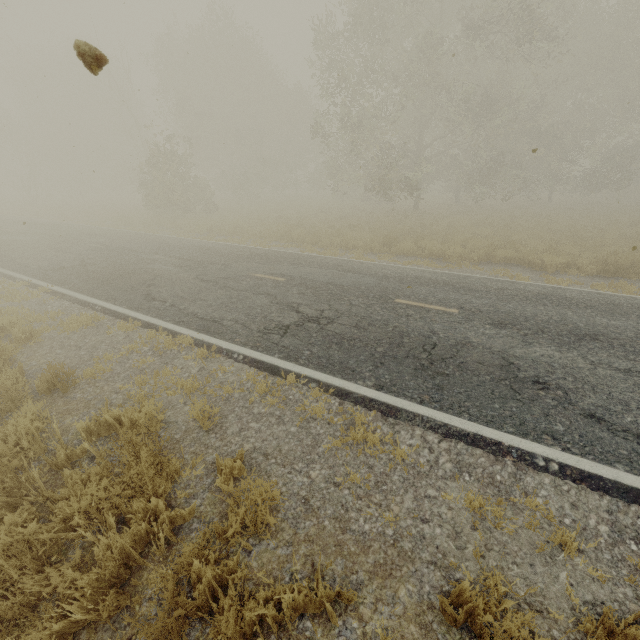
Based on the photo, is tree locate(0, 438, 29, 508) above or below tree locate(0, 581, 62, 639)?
above

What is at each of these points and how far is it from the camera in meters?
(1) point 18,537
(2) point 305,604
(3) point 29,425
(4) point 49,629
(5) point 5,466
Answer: (1) tree, 2.9
(2) tree, 2.6
(3) tree, 3.9
(4) tree, 2.6
(5) tree, 3.5

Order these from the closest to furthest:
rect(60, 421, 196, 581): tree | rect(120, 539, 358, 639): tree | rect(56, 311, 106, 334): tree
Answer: rect(120, 539, 358, 639): tree, rect(60, 421, 196, 581): tree, rect(56, 311, 106, 334): tree

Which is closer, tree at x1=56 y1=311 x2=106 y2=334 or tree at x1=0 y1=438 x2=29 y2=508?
tree at x1=0 y1=438 x2=29 y2=508

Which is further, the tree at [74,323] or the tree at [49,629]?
the tree at [74,323]

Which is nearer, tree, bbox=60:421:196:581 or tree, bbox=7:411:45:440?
tree, bbox=60:421:196:581

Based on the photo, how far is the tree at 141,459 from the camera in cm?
288
